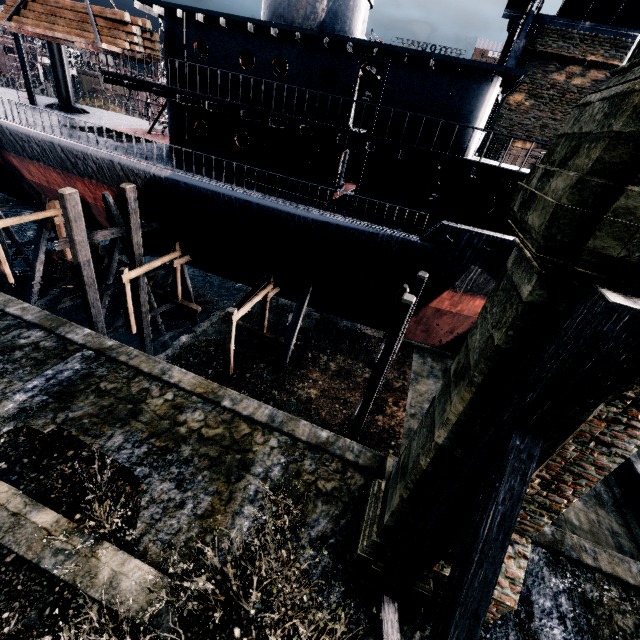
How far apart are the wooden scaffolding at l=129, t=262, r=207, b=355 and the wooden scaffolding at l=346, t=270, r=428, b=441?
13.2m

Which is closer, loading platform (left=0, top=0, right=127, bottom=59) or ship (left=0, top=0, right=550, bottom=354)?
ship (left=0, top=0, right=550, bottom=354)

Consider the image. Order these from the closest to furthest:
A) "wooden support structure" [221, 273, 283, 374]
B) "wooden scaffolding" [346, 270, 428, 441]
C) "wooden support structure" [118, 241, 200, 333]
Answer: "wooden scaffolding" [346, 270, 428, 441] → "wooden support structure" [221, 273, 283, 374] → "wooden support structure" [118, 241, 200, 333]

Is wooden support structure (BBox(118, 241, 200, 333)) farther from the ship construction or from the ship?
the ship construction

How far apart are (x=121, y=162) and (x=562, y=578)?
23.4m

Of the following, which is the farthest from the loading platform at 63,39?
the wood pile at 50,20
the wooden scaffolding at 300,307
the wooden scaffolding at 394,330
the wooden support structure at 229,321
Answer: the wooden scaffolding at 394,330

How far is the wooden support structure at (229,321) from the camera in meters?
15.3 m

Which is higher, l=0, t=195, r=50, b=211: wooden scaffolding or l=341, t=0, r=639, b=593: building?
l=341, t=0, r=639, b=593: building
